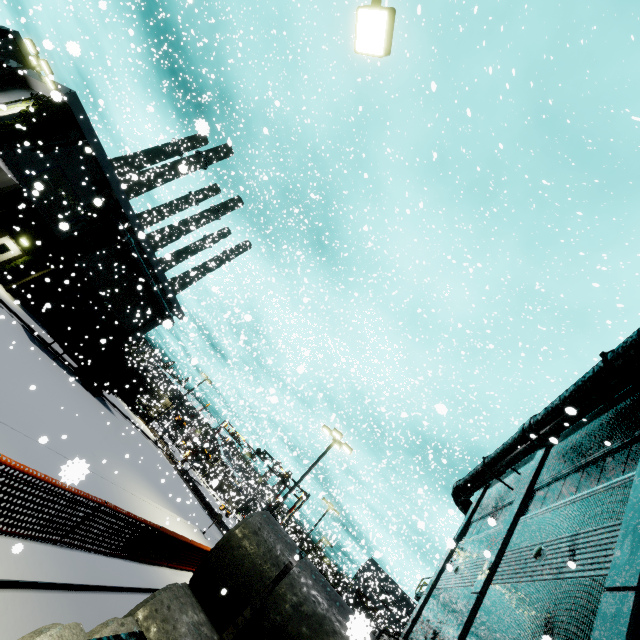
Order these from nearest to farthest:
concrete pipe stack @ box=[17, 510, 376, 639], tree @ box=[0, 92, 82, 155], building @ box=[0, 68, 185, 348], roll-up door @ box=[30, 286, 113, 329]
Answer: concrete pipe stack @ box=[17, 510, 376, 639]
tree @ box=[0, 92, 82, 155]
building @ box=[0, 68, 185, 348]
roll-up door @ box=[30, 286, 113, 329]

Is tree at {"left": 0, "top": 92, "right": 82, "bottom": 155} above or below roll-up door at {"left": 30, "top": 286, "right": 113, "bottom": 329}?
above

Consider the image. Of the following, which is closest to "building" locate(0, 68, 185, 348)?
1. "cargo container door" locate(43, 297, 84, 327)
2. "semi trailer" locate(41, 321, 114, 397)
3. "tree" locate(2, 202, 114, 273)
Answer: "tree" locate(2, 202, 114, 273)

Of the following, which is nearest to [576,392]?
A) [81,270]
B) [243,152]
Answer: A: [81,270]

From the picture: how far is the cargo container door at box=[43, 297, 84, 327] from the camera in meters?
21.7

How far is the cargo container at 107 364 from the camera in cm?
2216

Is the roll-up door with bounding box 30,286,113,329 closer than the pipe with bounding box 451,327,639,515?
No

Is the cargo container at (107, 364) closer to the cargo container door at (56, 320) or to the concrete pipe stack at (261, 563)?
the cargo container door at (56, 320)
